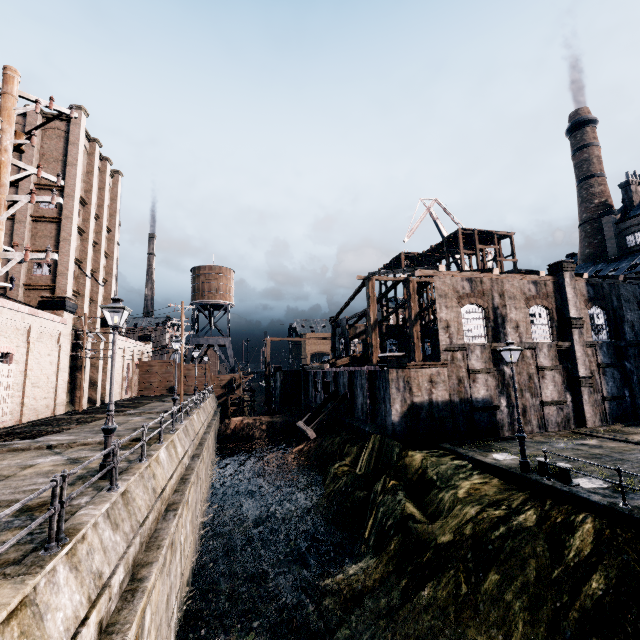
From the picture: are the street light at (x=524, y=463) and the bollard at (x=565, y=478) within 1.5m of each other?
yes

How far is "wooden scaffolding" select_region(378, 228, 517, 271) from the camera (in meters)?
42.41

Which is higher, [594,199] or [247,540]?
[594,199]

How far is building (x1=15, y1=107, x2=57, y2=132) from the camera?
30.4 meters

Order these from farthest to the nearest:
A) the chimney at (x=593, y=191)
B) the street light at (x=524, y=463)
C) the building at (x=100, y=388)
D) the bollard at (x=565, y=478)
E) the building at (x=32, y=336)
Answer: the chimney at (x=593, y=191) < the building at (x=100, y=388) < the building at (x=32, y=336) < the street light at (x=524, y=463) < the bollard at (x=565, y=478)

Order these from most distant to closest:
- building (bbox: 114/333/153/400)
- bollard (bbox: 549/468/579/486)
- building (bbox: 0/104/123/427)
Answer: building (bbox: 114/333/153/400), building (bbox: 0/104/123/427), bollard (bbox: 549/468/579/486)

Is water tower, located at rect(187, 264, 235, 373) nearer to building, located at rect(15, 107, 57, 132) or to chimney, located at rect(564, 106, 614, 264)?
building, located at rect(15, 107, 57, 132)
